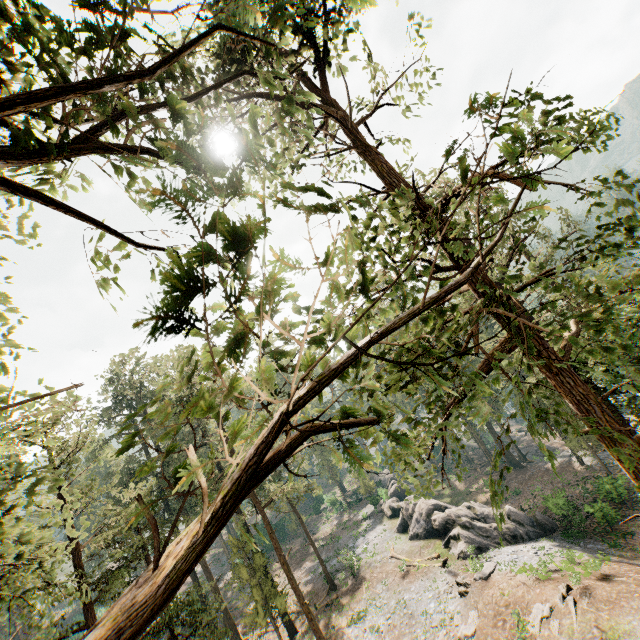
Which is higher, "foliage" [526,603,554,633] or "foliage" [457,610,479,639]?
"foliage" [457,610,479,639]

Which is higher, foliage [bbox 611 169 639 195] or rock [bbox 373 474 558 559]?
foliage [bbox 611 169 639 195]

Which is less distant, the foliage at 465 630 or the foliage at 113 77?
the foliage at 113 77

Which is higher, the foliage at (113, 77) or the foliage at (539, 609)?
the foliage at (113, 77)

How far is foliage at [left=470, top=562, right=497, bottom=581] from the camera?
23.0 meters

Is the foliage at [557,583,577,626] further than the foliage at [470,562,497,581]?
No

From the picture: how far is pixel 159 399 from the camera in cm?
263
